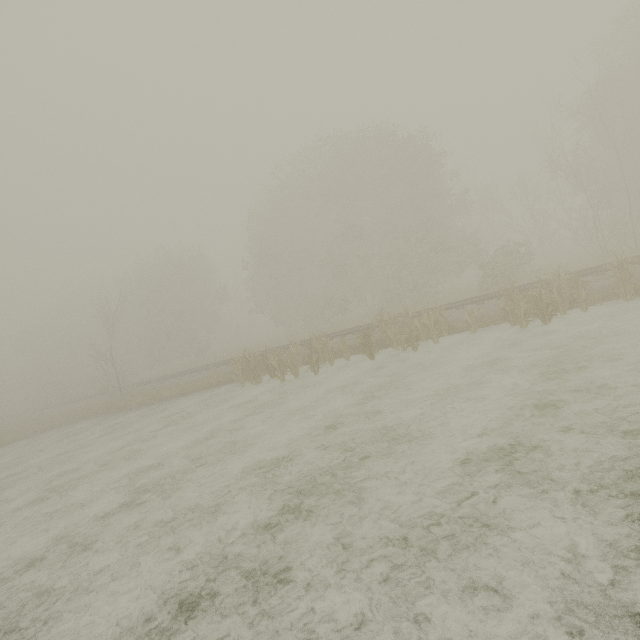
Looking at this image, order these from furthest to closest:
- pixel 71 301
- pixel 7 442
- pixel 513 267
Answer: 1. pixel 71 301
2. pixel 513 267
3. pixel 7 442
